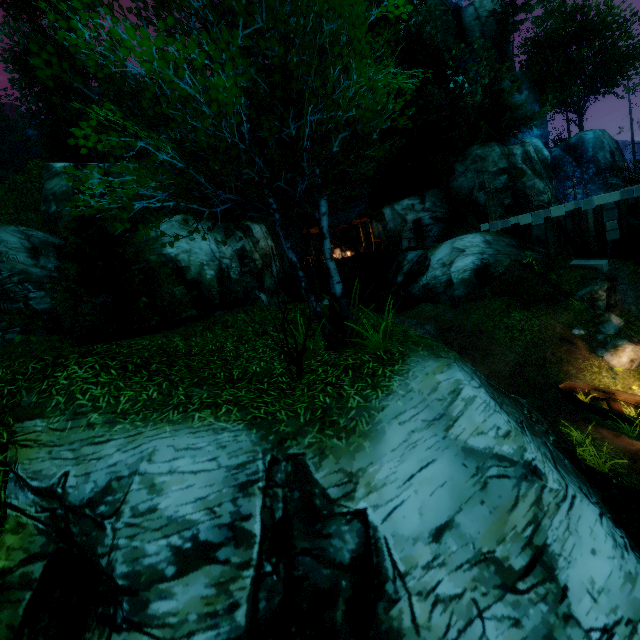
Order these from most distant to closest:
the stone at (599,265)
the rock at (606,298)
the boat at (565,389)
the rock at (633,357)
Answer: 1. the stone at (599,265)
2. the rock at (606,298)
3. the rock at (633,357)
4. the boat at (565,389)

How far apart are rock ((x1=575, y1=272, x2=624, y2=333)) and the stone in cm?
211

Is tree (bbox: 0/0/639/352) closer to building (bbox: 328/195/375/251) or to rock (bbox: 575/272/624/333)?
building (bbox: 328/195/375/251)

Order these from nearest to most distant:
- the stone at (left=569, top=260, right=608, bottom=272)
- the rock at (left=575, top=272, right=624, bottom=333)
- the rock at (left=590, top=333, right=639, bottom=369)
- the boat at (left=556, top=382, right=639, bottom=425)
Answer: the boat at (left=556, top=382, right=639, bottom=425)
the rock at (left=590, top=333, right=639, bottom=369)
the rock at (left=575, top=272, right=624, bottom=333)
the stone at (left=569, top=260, right=608, bottom=272)

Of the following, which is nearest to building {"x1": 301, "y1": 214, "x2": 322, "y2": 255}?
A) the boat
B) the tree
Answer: the tree

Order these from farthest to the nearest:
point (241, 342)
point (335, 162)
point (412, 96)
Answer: point (412, 96)
point (241, 342)
point (335, 162)

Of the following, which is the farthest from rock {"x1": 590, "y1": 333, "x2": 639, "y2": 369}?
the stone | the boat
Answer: the stone

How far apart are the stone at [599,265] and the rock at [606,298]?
2.11m
